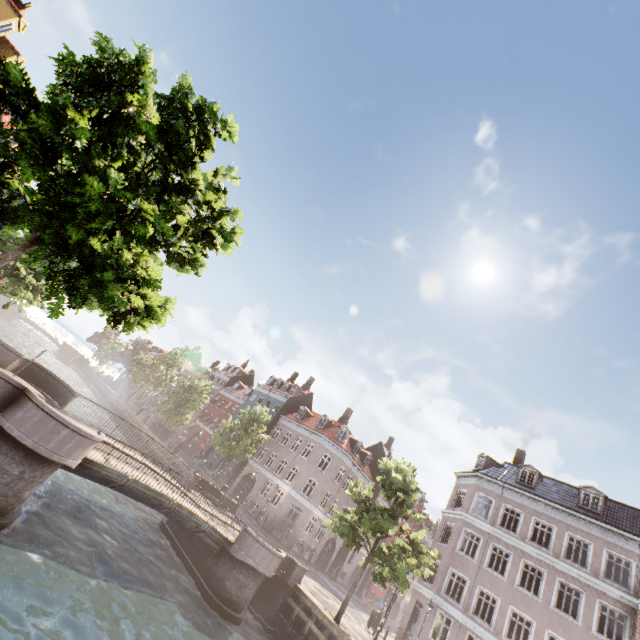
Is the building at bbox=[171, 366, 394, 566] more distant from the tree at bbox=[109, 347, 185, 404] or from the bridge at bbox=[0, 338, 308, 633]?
the bridge at bbox=[0, 338, 308, 633]

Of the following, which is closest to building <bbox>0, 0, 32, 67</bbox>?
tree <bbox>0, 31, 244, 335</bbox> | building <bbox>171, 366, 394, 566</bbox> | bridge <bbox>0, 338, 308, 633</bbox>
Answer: tree <bbox>0, 31, 244, 335</bbox>

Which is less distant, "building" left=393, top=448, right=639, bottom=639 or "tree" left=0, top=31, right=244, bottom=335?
"tree" left=0, top=31, right=244, bottom=335

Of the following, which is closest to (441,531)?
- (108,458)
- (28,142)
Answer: (108,458)

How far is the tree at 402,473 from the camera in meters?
17.9

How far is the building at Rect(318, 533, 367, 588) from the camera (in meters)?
36.12

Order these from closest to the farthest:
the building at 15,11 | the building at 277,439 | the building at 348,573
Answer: Answer: the building at 15,11 → the building at 277,439 → the building at 348,573

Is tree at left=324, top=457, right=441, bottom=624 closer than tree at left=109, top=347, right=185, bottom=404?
Yes
